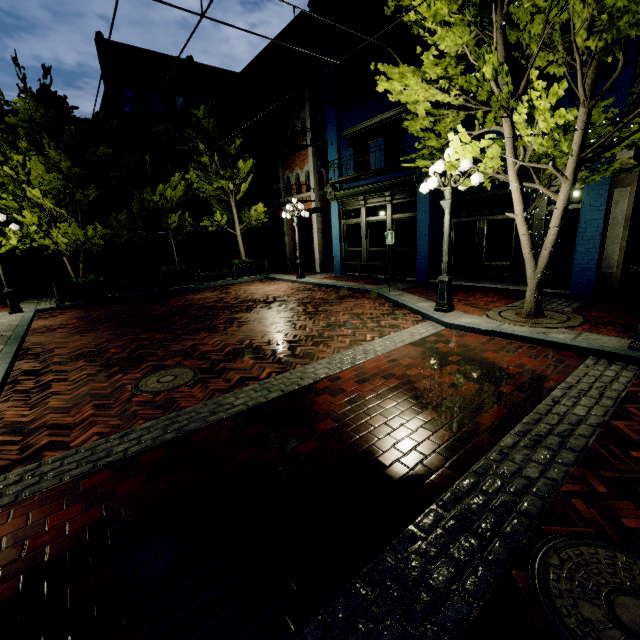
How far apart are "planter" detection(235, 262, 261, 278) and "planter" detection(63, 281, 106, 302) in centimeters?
596cm

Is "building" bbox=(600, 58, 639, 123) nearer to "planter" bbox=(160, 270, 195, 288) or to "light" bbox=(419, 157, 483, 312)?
"light" bbox=(419, 157, 483, 312)

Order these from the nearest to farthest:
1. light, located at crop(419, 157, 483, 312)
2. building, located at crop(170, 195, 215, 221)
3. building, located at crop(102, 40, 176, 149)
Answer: light, located at crop(419, 157, 483, 312) < building, located at crop(102, 40, 176, 149) < building, located at crop(170, 195, 215, 221)

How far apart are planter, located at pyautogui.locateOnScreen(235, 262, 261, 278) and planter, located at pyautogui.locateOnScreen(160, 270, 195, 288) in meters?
2.3

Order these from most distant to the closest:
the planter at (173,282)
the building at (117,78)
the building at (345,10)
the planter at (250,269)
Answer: the building at (117,78) → the planter at (250,269) → the planter at (173,282) → the building at (345,10)

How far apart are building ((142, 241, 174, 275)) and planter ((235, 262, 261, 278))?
8.1m

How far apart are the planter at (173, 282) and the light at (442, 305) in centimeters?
1183cm

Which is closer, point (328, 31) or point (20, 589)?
point (20, 589)
